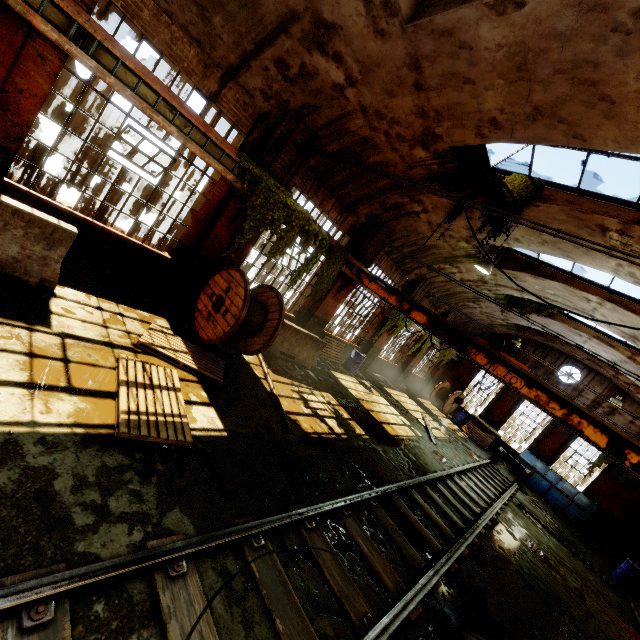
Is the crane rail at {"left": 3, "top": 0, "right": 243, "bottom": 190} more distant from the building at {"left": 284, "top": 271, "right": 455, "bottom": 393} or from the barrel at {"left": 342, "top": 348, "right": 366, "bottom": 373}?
the barrel at {"left": 342, "top": 348, "right": 366, "bottom": 373}

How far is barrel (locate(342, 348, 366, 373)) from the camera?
14.40m

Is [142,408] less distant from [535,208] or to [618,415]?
[535,208]

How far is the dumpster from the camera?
16.3 meters

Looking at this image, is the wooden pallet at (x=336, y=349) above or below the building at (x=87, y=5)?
below

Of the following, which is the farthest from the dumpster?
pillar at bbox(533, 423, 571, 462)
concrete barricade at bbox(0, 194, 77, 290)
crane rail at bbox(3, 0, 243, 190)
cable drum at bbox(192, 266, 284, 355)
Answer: concrete barricade at bbox(0, 194, 77, 290)

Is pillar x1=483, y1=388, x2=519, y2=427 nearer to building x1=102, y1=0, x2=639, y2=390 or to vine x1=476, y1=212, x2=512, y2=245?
building x1=102, y1=0, x2=639, y2=390

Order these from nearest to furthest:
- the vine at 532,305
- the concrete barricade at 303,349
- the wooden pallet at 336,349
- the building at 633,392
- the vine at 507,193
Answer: the vine at 507,193 → the concrete barricade at 303,349 → the wooden pallet at 336,349 → the vine at 532,305 → the building at 633,392
